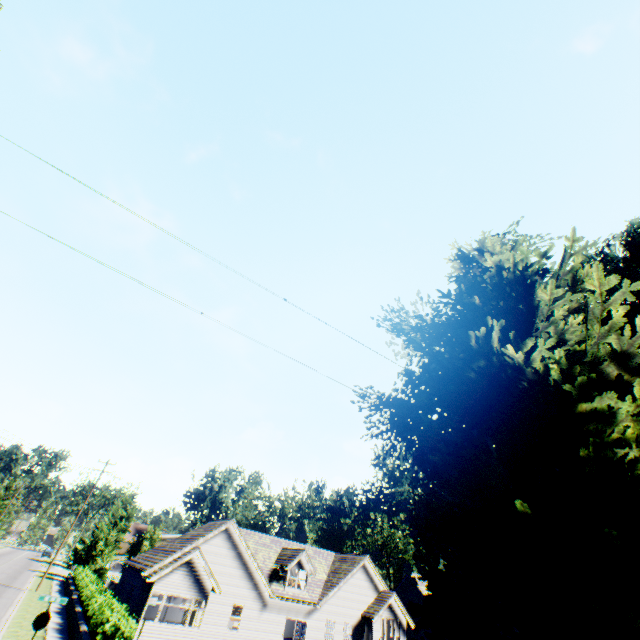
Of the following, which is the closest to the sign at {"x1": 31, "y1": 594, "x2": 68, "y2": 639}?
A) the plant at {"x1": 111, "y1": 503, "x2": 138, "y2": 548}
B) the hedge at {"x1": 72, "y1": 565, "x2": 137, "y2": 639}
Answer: the hedge at {"x1": 72, "y1": 565, "x2": 137, "y2": 639}

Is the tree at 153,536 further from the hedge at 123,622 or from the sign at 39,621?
the hedge at 123,622

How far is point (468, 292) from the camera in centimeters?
628cm

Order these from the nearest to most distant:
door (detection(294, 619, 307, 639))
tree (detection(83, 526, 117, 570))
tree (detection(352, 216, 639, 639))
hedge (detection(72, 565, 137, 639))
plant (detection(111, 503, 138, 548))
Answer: tree (detection(352, 216, 639, 639)), hedge (detection(72, 565, 137, 639)), door (detection(294, 619, 307, 639)), tree (detection(83, 526, 117, 570)), plant (detection(111, 503, 138, 548))

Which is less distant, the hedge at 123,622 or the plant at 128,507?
the hedge at 123,622

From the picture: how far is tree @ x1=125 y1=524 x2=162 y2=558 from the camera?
44.38m

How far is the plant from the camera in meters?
48.3 m
